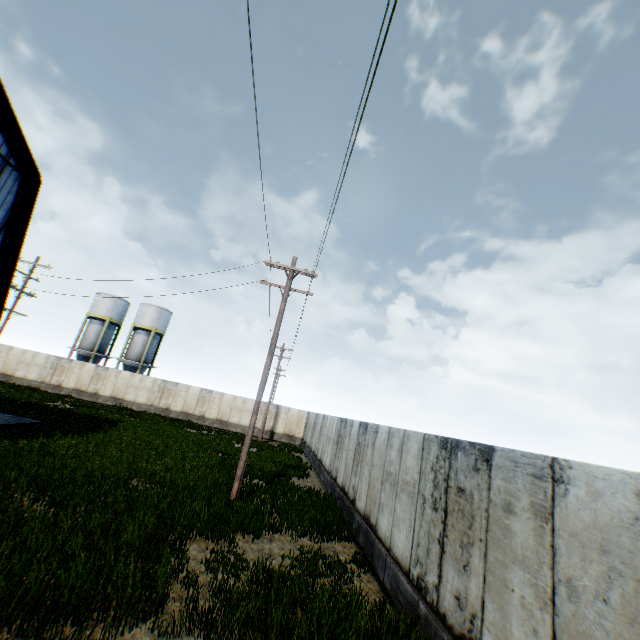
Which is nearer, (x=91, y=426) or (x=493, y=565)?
(x=493, y=565)
